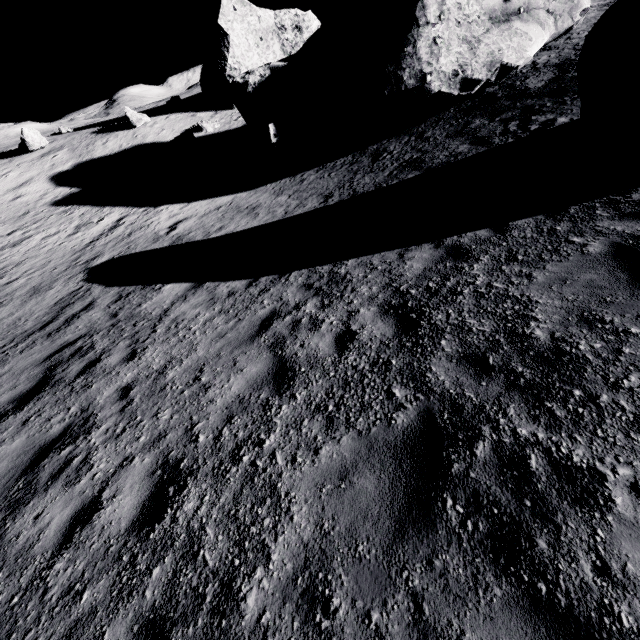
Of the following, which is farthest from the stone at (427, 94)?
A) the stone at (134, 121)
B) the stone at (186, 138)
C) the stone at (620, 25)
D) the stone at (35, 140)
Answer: the stone at (35, 140)

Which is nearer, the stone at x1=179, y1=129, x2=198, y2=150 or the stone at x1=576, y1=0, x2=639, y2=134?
the stone at x1=576, y1=0, x2=639, y2=134

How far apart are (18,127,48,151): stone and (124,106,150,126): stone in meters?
7.3

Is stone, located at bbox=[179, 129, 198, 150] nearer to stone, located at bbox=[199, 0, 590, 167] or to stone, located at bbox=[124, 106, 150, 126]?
stone, located at bbox=[124, 106, 150, 126]

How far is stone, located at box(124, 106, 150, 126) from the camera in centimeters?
2920cm

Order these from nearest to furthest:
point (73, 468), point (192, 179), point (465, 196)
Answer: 1. point (73, 468)
2. point (465, 196)
3. point (192, 179)

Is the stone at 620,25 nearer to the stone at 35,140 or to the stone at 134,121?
the stone at 134,121

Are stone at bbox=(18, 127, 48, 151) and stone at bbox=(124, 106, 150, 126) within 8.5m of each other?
yes
